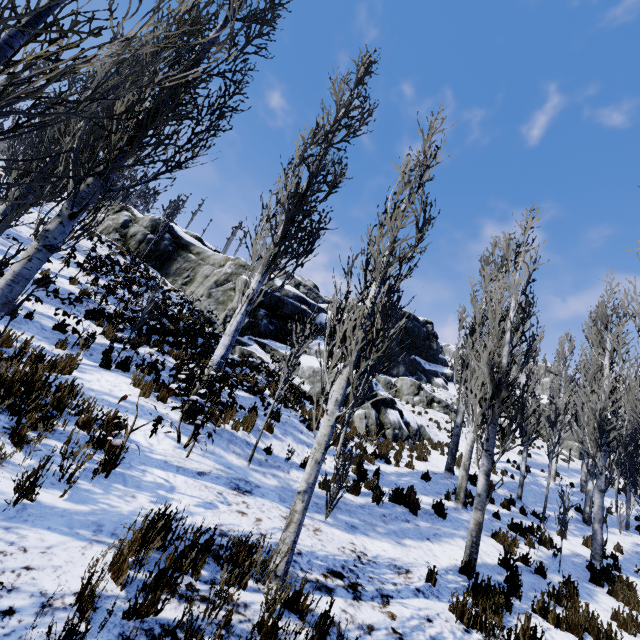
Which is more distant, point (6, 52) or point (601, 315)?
point (601, 315)

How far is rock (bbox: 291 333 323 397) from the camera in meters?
16.1 m

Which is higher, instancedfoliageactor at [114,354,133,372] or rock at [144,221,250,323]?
rock at [144,221,250,323]

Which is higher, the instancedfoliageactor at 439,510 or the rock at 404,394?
the rock at 404,394

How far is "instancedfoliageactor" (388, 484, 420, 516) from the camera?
8.1 meters

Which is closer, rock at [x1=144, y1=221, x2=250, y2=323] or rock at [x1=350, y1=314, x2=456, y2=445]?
rock at [x1=350, y1=314, x2=456, y2=445]

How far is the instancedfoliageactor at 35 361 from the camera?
4.7m

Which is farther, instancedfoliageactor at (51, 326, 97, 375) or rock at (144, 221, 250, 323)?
rock at (144, 221, 250, 323)
